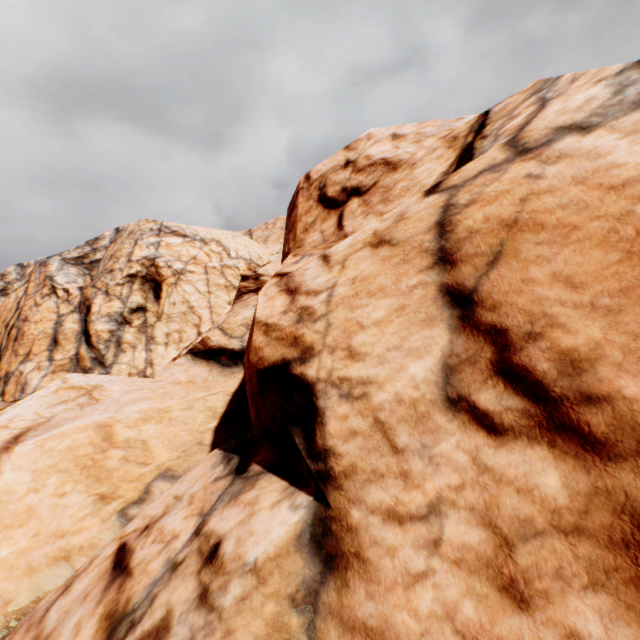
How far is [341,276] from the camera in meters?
3.7
